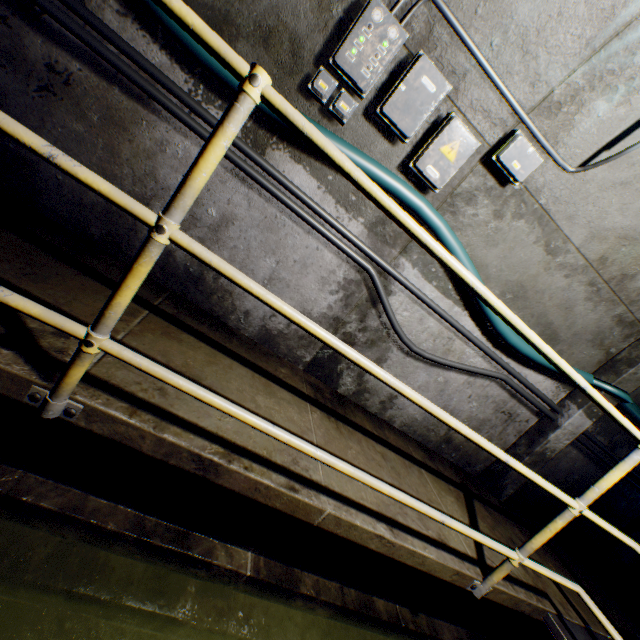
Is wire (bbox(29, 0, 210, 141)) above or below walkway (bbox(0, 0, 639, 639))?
above

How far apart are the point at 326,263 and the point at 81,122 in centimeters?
179cm

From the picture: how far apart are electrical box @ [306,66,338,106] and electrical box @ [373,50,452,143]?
0.1m

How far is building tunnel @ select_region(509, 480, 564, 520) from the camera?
3.9 meters

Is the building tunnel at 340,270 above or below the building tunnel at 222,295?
above

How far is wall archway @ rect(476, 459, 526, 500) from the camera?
3.4m

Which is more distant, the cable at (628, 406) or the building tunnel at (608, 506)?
the building tunnel at (608, 506)

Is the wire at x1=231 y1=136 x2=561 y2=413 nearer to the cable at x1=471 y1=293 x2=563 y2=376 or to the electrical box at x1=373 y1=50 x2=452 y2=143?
the cable at x1=471 y1=293 x2=563 y2=376
